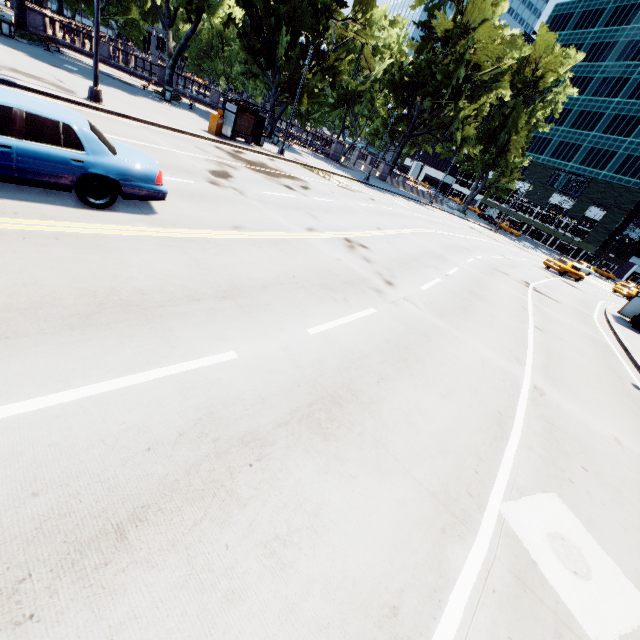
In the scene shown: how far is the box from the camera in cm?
1966

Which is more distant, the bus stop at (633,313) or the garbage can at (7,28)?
the garbage can at (7,28)

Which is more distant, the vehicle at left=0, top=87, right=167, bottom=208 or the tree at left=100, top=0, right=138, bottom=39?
the tree at left=100, top=0, right=138, bottom=39

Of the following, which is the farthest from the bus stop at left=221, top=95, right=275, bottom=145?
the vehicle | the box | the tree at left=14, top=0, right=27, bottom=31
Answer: the vehicle

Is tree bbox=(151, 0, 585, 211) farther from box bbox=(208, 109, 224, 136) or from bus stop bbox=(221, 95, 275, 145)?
box bbox=(208, 109, 224, 136)

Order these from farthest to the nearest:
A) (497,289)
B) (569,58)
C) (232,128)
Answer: (569,58), (232,128), (497,289)

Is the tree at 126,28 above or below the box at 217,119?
above

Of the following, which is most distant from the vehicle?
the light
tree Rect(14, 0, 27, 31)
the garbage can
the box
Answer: the garbage can
